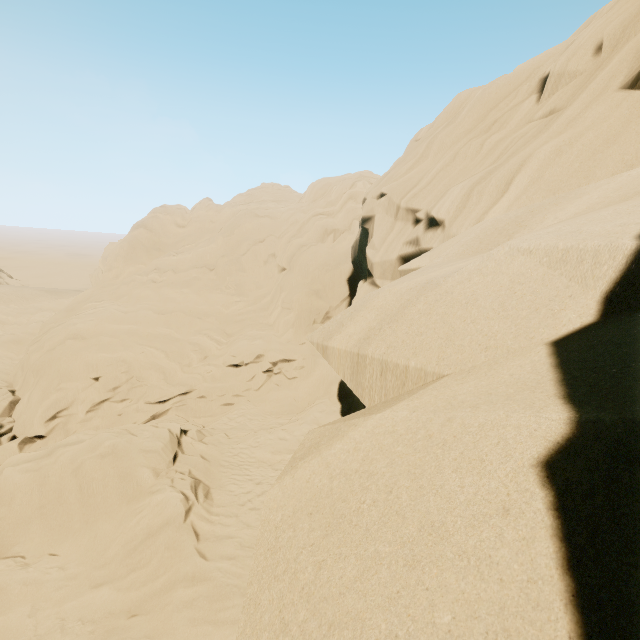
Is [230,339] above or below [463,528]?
below
